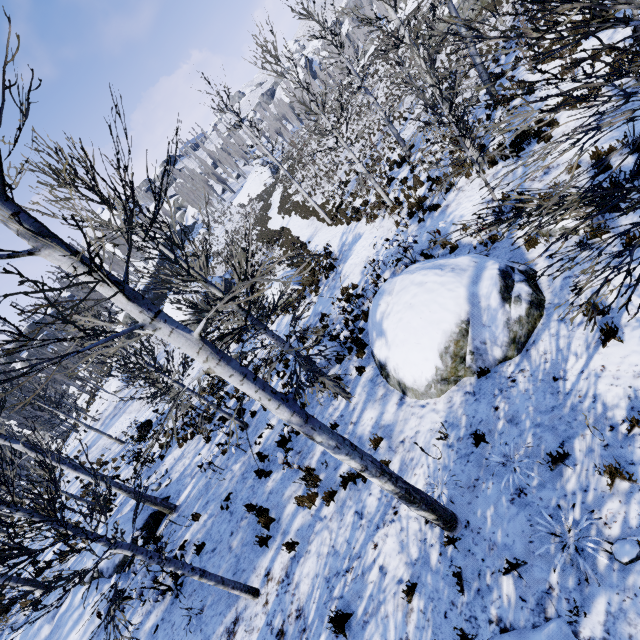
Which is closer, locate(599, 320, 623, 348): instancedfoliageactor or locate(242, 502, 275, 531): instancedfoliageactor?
locate(599, 320, 623, 348): instancedfoliageactor

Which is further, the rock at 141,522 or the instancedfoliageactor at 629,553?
the rock at 141,522

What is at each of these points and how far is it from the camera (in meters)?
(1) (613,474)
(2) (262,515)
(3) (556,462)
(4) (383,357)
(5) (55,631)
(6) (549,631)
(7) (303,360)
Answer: (1) instancedfoliageactor, 3.64
(2) instancedfoliageactor, 7.14
(3) instancedfoliageactor, 4.19
(4) rock, 7.48
(5) rock, 9.11
(6) rock, 3.23
(7) instancedfoliageactor, 7.68

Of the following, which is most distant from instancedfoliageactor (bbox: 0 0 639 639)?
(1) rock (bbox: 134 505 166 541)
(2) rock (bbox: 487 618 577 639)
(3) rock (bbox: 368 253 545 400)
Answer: (2) rock (bbox: 487 618 577 639)

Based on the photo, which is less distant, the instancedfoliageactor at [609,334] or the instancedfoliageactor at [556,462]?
the instancedfoliageactor at [556,462]

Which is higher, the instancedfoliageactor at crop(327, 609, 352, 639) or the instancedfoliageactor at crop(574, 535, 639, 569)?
the instancedfoliageactor at crop(327, 609, 352, 639)

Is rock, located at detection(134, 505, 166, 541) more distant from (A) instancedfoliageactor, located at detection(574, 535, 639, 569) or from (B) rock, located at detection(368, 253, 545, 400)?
(A) instancedfoliageactor, located at detection(574, 535, 639, 569)

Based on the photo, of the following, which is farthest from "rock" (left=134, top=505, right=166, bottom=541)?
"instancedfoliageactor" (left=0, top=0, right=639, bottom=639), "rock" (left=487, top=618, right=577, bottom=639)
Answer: "instancedfoliageactor" (left=0, top=0, right=639, bottom=639)
